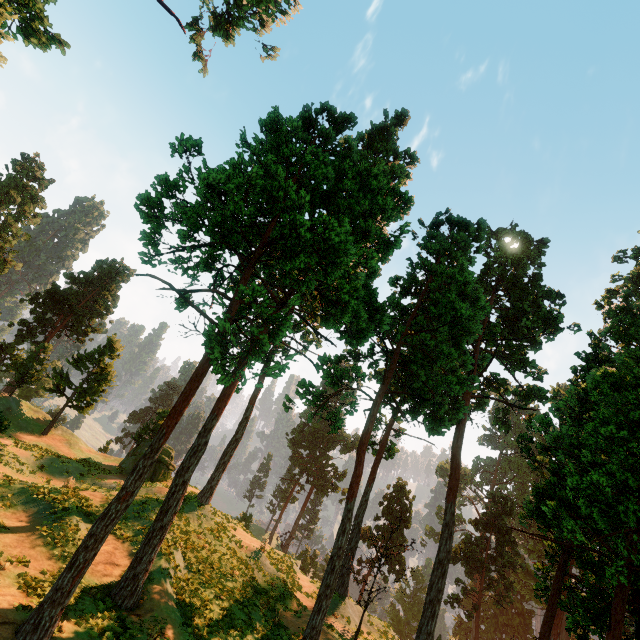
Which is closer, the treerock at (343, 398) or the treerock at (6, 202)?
the treerock at (343, 398)

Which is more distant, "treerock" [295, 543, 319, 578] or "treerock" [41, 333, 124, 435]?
"treerock" [295, 543, 319, 578]

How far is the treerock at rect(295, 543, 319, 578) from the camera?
54.44m

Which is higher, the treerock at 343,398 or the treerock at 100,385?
the treerock at 343,398

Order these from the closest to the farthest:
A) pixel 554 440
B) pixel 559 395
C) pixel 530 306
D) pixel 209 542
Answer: pixel 554 440, pixel 209 542, pixel 559 395, pixel 530 306

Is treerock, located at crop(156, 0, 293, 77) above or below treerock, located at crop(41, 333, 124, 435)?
above
